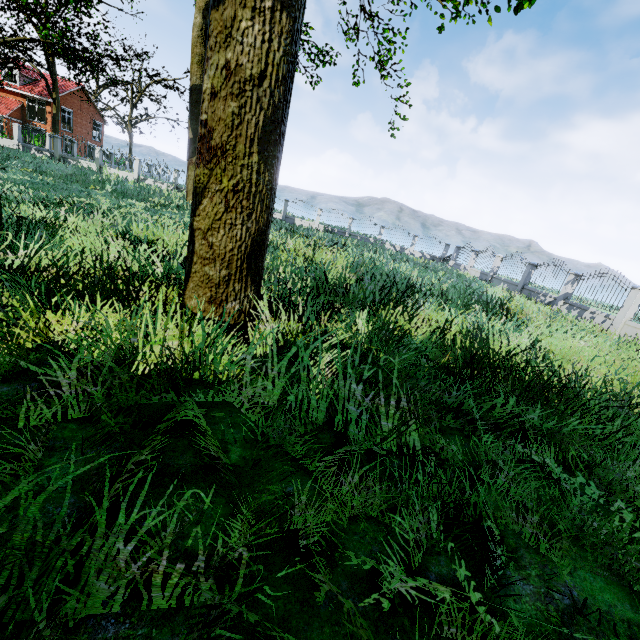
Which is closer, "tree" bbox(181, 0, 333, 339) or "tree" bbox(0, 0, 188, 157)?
"tree" bbox(181, 0, 333, 339)

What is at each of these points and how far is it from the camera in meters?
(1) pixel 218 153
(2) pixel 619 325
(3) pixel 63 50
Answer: (1) tree, 3.1 m
(2) fence, 12.8 m
(3) tree, 33.2 m

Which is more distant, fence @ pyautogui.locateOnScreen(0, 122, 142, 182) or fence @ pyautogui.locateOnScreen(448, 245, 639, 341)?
fence @ pyautogui.locateOnScreen(0, 122, 142, 182)

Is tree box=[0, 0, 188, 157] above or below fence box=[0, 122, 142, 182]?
above

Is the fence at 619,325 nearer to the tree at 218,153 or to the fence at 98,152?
the tree at 218,153

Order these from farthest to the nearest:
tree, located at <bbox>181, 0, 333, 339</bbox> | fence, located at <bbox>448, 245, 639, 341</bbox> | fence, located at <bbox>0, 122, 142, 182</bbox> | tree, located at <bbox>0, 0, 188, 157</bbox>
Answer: fence, located at <bbox>0, 122, 142, 182</bbox>
tree, located at <bbox>0, 0, 188, 157</bbox>
fence, located at <bbox>448, 245, 639, 341</bbox>
tree, located at <bbox>181, 0, 333, 339</bbox>

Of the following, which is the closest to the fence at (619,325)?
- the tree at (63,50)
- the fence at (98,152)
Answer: the tree at (63,50)

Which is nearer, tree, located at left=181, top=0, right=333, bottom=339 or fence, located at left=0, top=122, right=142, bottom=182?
tree, located at left=181, top=0, right=333, bottom=339
